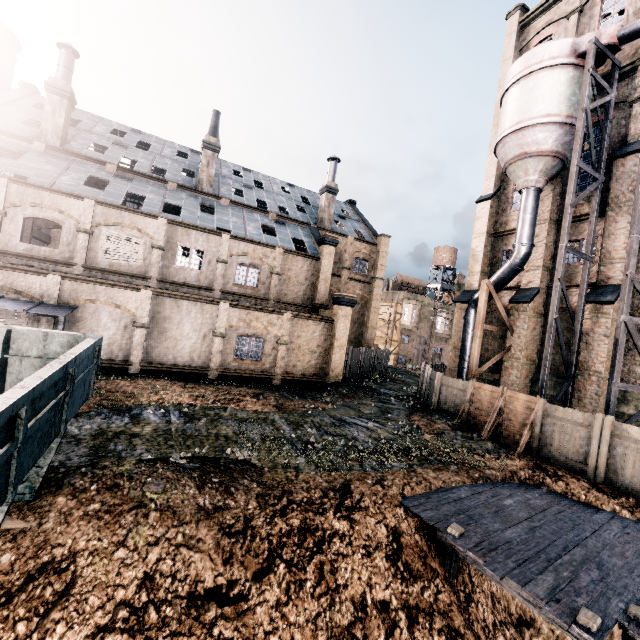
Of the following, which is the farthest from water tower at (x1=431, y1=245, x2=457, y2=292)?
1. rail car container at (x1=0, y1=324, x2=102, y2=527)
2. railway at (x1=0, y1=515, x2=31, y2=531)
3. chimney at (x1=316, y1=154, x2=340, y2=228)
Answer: railway at (x1=0, y1=515, x2=31, y2=531)

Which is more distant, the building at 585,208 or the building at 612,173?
the building at 585,208

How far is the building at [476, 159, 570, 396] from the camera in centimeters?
2169cm

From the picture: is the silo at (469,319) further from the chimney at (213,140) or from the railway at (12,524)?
the chimney at (213,140)

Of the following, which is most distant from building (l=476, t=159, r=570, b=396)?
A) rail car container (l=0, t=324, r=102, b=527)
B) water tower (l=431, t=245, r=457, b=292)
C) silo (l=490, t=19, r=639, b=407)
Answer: rail car container (l=0, t=324, r=102, b=527)

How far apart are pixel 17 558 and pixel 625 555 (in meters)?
14.33

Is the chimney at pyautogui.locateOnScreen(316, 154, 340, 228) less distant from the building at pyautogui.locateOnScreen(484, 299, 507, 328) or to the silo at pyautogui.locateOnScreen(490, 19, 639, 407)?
the building at pyautogui.locateOnScreen(484, 299, 507, 328)

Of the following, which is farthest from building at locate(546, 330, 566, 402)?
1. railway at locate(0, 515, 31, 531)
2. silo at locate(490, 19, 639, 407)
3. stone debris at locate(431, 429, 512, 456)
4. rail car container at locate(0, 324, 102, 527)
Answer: railway at locate(0, 515, 31, 531)
